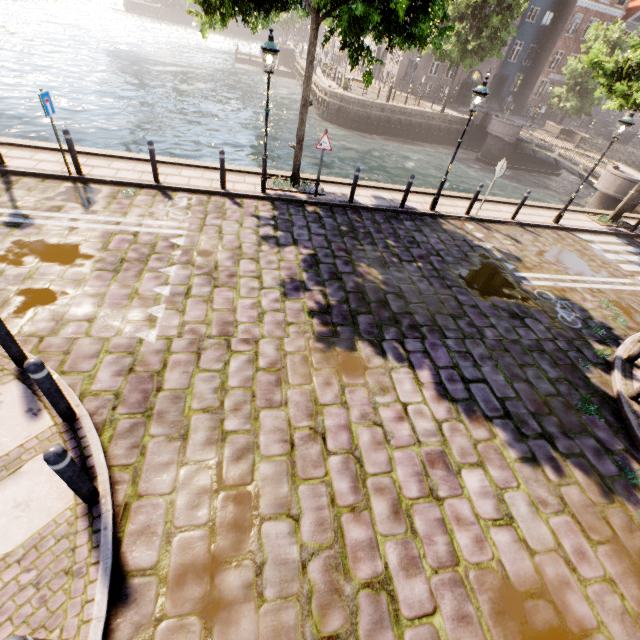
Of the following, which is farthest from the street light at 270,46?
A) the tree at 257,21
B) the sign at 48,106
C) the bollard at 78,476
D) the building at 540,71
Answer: the building at 540,71

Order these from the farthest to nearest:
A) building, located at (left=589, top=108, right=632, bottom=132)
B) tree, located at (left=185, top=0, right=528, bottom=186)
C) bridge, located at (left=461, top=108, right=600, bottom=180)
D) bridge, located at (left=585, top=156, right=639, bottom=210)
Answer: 1. building, located at (left=589, top=108, right=632, bottom=132)
2. bridge, located at (left=461, top=108, right=600, bottom=180)
3. bridge, located at (left=585, top=156, right=639, bottom=210)
4. tree, located at (left=185, top=0, right=528, bottom=186)

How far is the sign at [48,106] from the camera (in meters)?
7.51

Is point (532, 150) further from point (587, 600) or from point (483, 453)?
point (587, 600)

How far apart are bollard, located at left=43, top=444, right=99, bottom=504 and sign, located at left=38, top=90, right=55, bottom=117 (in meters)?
8.80

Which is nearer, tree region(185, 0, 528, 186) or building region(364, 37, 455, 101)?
tree region(185, 0, 528, 186)

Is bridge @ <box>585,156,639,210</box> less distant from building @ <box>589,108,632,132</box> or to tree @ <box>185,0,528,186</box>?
tree @ <box>185,0,528,186</box>

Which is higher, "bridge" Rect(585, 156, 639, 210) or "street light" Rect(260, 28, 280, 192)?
"street light" Rect(260, 28, 280, 192)
